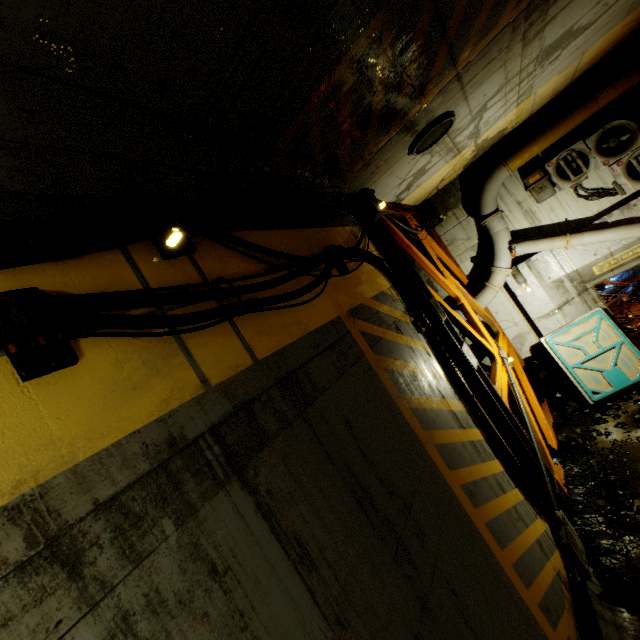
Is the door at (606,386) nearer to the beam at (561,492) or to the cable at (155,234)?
the beam at (561,492)

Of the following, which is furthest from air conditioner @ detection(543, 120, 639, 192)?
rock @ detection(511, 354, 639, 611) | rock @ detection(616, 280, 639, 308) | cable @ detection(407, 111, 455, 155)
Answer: cable @ detection(407, 111, 455, 155)

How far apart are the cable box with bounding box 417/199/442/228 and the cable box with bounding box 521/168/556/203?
2.2m

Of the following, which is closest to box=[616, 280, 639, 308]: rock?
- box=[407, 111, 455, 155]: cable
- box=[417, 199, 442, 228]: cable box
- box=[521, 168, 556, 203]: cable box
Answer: box=[521, 168, 556, 203]: cable box

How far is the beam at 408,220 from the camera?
7.9m

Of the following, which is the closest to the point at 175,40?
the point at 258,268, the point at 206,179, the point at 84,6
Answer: the point at 84,6

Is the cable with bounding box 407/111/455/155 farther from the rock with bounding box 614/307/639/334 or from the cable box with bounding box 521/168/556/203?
the rock with bounding box 614/307/639/334

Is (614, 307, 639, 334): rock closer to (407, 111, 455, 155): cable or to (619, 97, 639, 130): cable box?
(619, 97, 639, 130): cable box
